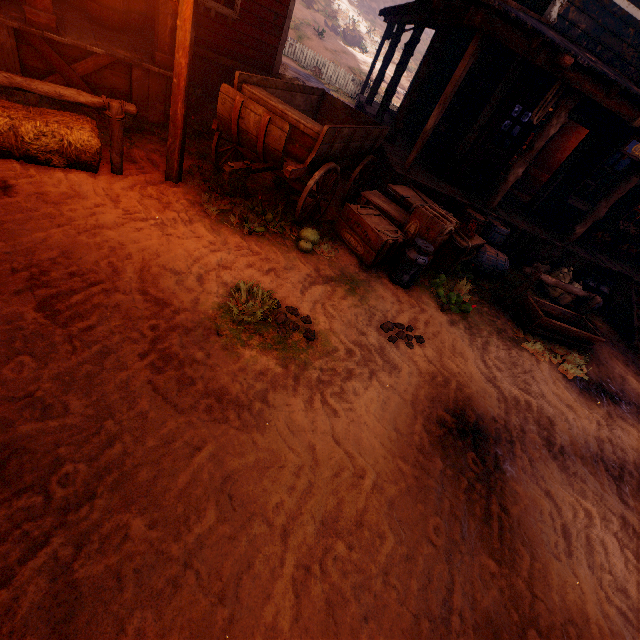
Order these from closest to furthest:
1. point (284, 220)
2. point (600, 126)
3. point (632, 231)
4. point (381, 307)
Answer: point (381, 307), point (284, 220), point (600, 126), point (632, 231)

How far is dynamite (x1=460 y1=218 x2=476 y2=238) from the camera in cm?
583

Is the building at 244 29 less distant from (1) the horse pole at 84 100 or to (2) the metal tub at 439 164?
(2) the metal tub at 439 164

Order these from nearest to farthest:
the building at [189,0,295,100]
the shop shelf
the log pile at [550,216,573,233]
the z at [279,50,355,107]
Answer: the building at [189,0,295,100], the log pile at [550,216,573,233], the shop shelf, the z at [279,50,355,107]

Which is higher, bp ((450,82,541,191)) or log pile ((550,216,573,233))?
bp ((450,82,541,191))

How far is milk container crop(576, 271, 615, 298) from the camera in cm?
820

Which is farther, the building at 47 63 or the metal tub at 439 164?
the metal tub at 439 164

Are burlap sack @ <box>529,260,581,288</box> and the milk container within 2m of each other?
yes
